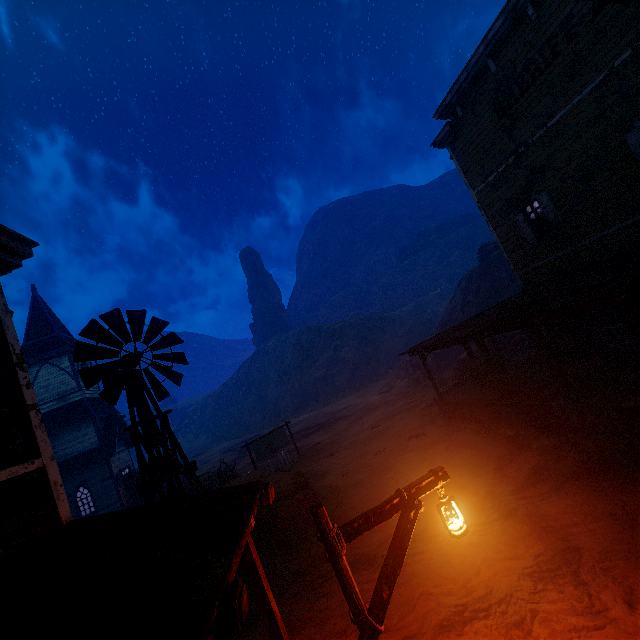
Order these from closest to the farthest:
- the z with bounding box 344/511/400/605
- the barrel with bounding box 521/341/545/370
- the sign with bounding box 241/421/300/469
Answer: the z with bounding box 344/511/400/605
the barrel with bounding box 521/341/545/370
the sign with bounding box 241/421/300/469

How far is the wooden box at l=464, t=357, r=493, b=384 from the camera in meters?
15.1

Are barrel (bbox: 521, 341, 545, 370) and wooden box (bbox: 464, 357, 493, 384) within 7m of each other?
yes

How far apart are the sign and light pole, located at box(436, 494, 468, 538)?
16.88m

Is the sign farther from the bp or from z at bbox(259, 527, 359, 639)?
the bp

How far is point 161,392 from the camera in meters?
8.8

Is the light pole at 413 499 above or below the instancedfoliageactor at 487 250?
below

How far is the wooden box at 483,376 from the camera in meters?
15.1 m
